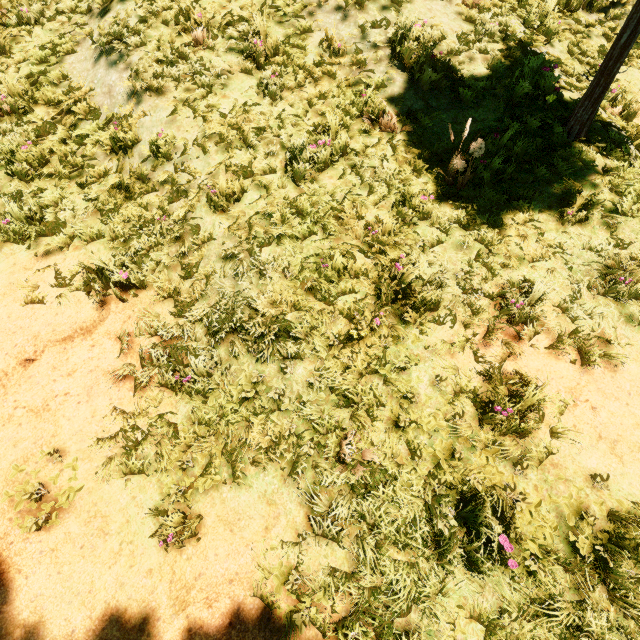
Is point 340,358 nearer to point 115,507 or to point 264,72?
point 115,507
